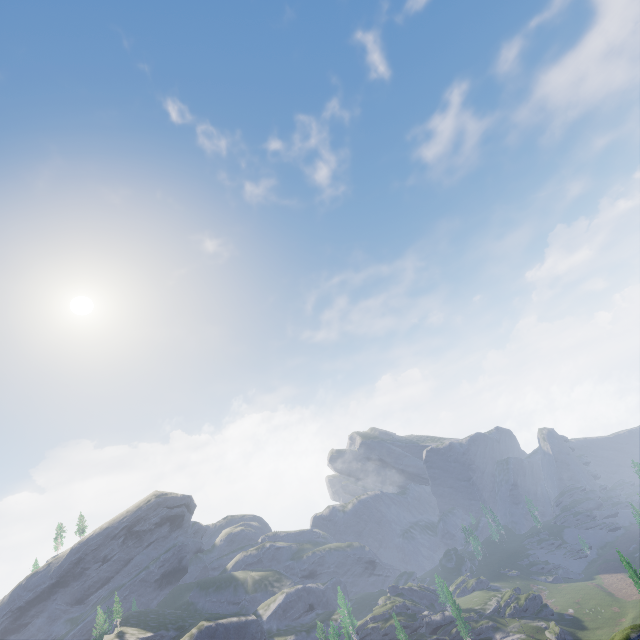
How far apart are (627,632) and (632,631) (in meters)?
0.73
